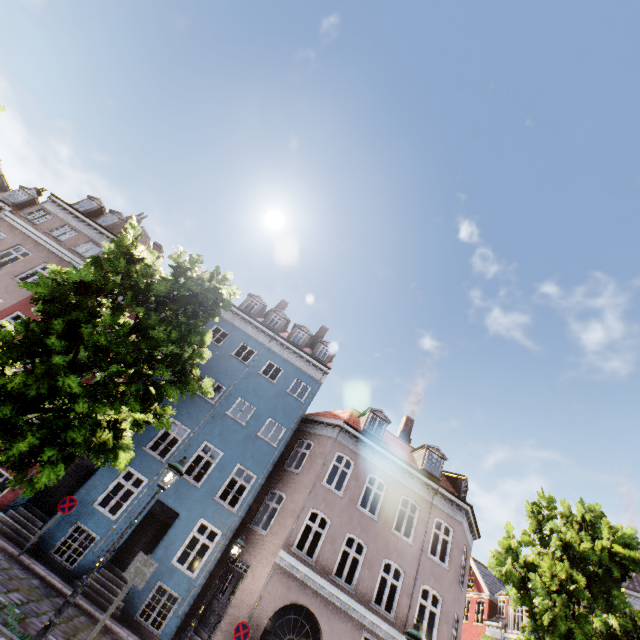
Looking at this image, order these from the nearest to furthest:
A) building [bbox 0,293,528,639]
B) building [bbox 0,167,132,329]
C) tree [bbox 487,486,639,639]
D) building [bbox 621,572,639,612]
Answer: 1. tree [bbox 487,486,639,639]
2. building [bbox 0,293,528,639]
3. building [bbox 0,167,132,329]
4. building [bbox 621,572,639,612]

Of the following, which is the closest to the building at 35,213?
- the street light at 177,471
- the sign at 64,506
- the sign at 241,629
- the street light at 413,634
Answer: the sign at 241,629

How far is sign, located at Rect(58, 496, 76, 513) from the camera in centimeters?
1124cm

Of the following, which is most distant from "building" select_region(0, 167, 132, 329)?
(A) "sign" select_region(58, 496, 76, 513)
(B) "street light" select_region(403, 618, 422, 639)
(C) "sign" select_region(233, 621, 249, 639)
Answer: (B) "street light" select_region(403, 618, 422, 639)

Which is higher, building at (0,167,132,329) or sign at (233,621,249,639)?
building at (0,167,132,329)

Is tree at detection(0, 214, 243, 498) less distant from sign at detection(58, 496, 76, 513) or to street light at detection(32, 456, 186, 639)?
street light at detection(32, 456, 186, 639)

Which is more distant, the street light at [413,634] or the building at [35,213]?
the building at [35,213]

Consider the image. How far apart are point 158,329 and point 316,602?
12.9 meters
